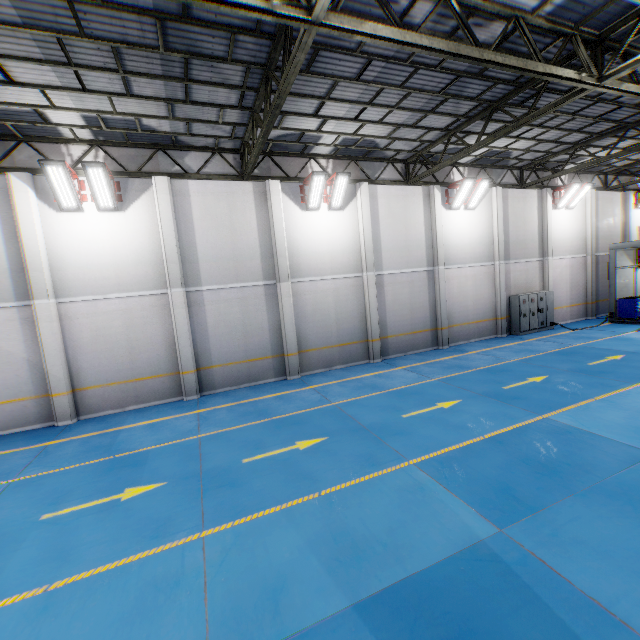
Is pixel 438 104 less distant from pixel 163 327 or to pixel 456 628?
pixel 163 327

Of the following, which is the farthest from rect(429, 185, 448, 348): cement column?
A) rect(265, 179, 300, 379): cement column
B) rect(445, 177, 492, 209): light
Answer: rect(265, 179, 300, 379): cement column

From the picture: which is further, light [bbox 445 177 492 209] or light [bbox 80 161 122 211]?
light [bbox 445 177 492 209]

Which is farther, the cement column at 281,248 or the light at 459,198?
the light at 459,198

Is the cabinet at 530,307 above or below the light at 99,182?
below

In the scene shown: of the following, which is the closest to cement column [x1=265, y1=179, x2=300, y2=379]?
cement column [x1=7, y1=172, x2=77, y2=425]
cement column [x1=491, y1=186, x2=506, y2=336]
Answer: cement column [x1=7, y1=172, x2=77, y2=425]

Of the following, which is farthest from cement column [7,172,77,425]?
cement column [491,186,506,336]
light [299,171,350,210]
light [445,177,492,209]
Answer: cement column [491,186,506,336]

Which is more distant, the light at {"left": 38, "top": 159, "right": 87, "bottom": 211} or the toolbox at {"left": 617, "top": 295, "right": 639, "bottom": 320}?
the toolbox at {"left": 617, "top": 295, "right": 639, "bottom": 320}
